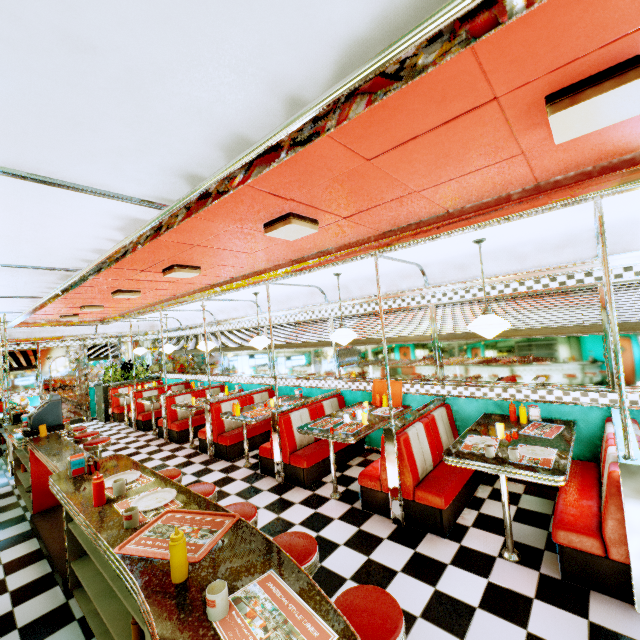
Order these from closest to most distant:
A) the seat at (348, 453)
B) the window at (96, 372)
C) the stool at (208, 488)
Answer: the stool at (208, 488) < the seat at (348, 453) < the window at (96, 372)

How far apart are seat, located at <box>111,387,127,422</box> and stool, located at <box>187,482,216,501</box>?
8.3m

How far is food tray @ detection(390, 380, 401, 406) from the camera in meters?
5.2 m

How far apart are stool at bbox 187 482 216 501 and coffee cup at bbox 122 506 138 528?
1.0 meters

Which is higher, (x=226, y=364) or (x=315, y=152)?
(x=315, y=152)

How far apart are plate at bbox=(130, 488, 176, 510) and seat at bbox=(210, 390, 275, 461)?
3.7m

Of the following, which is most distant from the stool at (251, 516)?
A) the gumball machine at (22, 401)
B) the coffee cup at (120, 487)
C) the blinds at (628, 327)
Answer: the gumball machine at (22, 401)

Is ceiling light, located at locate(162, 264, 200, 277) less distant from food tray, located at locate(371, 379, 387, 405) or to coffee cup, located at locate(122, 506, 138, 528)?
coffee cup, located at locate(122, 506, 138, 528)
